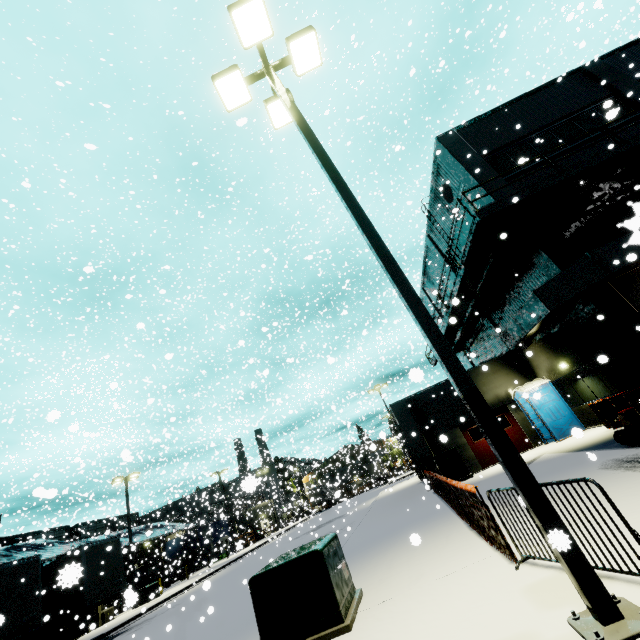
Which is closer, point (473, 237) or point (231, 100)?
point (231, 100)

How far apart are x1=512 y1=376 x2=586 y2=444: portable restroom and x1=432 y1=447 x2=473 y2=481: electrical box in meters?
4.0 m

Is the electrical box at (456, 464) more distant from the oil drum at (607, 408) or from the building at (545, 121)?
the oil drum at (607, 408)

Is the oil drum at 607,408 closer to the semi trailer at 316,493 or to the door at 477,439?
the door at 477,439

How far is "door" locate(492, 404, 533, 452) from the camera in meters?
17.4

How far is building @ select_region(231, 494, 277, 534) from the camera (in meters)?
42.48

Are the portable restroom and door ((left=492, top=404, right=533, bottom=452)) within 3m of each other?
yes

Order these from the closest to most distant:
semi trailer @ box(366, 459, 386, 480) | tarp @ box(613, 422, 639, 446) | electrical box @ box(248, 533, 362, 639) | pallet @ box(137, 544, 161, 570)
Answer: electrical box @ box(248, 533, 362, 639) < tarp @ box(613, 422, 639, 446) < semi trailer @ box(366, 459, 386, 480) < pallet @ box(137, 544, 161, 570)
